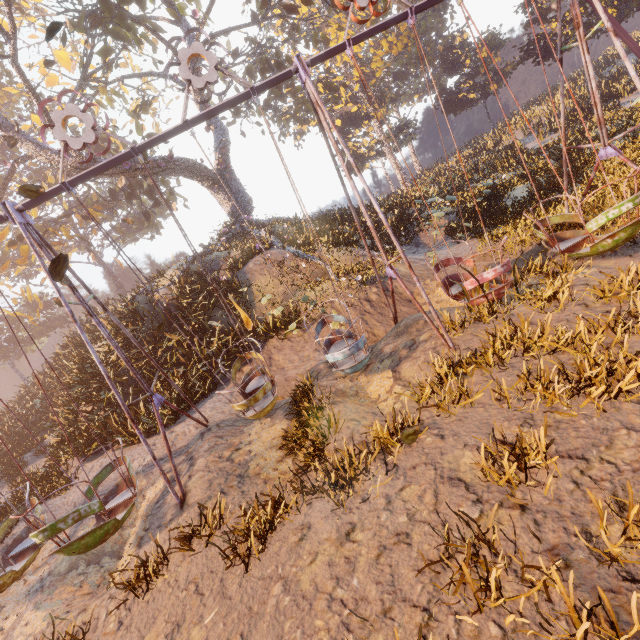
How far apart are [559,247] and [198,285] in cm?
1257

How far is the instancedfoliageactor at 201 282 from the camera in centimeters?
1216cm

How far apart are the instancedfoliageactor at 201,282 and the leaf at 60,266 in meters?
7.5

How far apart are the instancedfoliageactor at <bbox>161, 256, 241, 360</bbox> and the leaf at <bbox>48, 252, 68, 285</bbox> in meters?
7.5 m

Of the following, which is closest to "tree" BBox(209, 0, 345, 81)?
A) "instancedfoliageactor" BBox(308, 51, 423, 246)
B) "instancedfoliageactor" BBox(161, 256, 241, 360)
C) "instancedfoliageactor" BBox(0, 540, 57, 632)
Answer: "instancedfoliageactor" BBox(308, 51, 423, 246)

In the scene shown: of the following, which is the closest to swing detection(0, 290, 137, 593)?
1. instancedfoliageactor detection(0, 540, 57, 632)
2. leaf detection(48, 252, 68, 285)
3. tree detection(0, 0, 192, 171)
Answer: instancedfoliageactor detection(0, 540, 57, 632)

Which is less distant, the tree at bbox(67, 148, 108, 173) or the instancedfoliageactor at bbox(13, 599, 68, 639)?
the instancedfoliageactor at bbox(13, 599, 68, 639)

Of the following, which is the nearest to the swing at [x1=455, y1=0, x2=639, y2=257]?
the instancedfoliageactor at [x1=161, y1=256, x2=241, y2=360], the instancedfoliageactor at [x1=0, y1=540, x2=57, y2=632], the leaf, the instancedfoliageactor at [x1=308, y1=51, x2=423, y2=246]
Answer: the instancedfoliageactor at [x1=0, y1=540, x2=57, y2=632]
